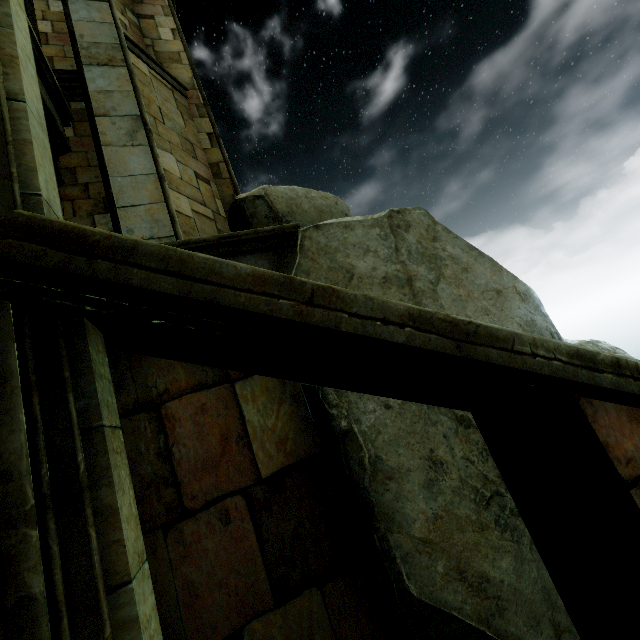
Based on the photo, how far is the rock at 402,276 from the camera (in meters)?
4.03

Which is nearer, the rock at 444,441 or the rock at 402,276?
the rock at 444,441

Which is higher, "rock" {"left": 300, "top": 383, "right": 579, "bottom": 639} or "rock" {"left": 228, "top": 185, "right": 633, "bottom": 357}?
"rock" {"left": 228, "top": 185, "right": 633, "bottom": 357}

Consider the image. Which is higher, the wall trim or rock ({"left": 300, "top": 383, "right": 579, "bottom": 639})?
the wall trim

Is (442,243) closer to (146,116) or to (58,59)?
(146,116)

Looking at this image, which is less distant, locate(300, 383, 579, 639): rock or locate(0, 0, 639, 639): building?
locate(0, 0, 639, 639): building

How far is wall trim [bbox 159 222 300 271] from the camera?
4.3 meters

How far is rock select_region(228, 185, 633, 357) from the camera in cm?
403
